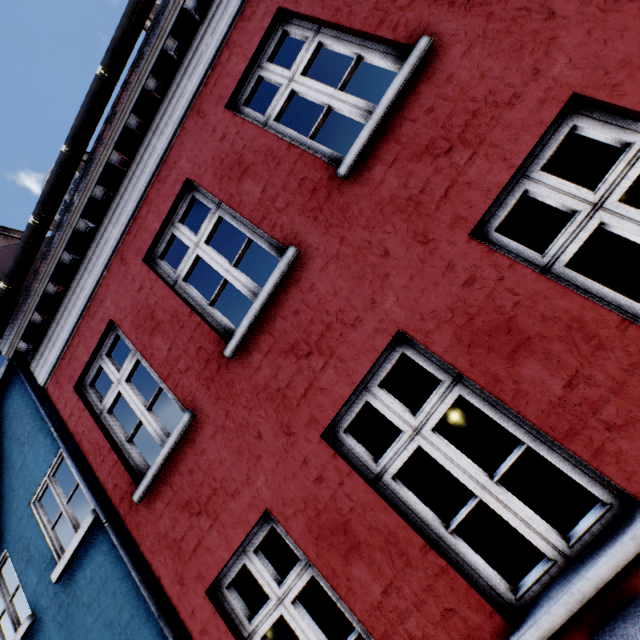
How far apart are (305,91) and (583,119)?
2.4m
